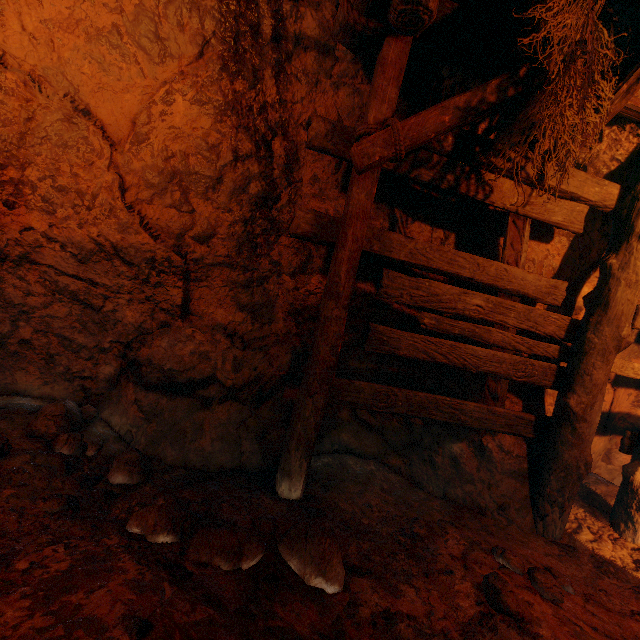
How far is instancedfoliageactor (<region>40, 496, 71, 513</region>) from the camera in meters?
2.0

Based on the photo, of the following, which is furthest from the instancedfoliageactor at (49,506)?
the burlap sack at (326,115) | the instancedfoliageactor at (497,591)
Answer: the instancedfoliageactor at (497,591)

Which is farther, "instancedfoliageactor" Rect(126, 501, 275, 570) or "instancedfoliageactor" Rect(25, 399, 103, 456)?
"instancedfoliageactor" Rect(25, 399, 103, 456)

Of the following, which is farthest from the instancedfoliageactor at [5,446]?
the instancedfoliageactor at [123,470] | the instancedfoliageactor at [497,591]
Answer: the instancedfoliageactor at [497,591]

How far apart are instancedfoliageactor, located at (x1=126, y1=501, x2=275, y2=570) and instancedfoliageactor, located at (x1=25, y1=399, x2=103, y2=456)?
0.9m

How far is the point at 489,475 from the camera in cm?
316

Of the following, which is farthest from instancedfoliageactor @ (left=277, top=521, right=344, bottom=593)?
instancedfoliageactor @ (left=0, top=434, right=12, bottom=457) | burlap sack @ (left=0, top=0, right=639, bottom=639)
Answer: instancedfoliageactor @ (left=0, top=434, right=12, bottom=457)

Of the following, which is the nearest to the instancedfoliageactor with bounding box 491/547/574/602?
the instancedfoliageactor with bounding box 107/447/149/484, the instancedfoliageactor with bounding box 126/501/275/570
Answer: the instancedfoliageactor with bounding box 126/501/275/570
